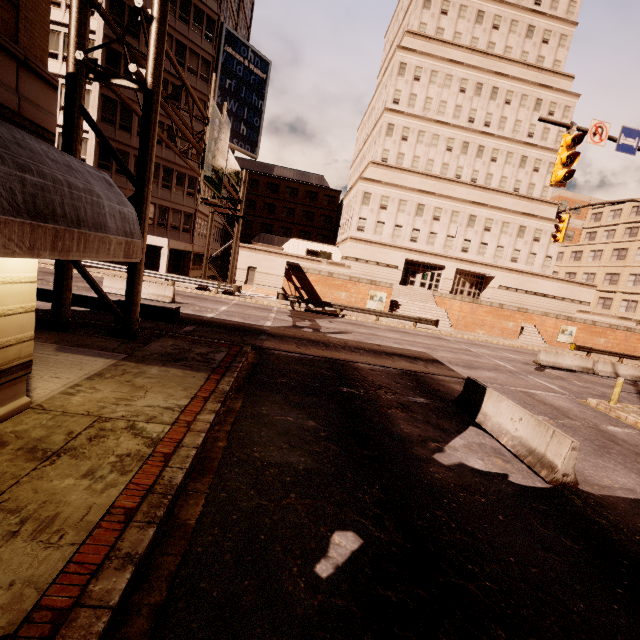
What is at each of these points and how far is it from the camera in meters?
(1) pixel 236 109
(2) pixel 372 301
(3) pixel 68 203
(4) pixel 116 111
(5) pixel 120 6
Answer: (1) sign, 35.3
(2) sign, 30.9
(3) awning, 3.7
(4) building, 27.5
(5) building, 26.1

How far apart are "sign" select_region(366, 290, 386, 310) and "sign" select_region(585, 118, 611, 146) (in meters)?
20.56

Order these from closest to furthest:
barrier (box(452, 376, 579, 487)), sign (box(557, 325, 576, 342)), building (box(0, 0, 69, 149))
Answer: building (box(0, 0, 69, 149)) < barrier (box(452, 376, 579, 487)) < sign (box(557, 325, 576, 342))

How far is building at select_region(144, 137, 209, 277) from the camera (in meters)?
30.81

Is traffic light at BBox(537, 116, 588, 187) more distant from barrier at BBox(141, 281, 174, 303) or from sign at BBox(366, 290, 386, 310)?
barrier at BBox(141, 281, 174, 303)

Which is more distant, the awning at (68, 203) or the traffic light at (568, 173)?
the traffic light at (568, 173)

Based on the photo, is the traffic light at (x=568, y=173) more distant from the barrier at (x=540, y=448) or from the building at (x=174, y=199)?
the building at (x=174, y=199)

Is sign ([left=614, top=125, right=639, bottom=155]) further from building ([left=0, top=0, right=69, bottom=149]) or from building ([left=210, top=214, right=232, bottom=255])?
building ([left=0, top=0, right=69, bottom=149])
